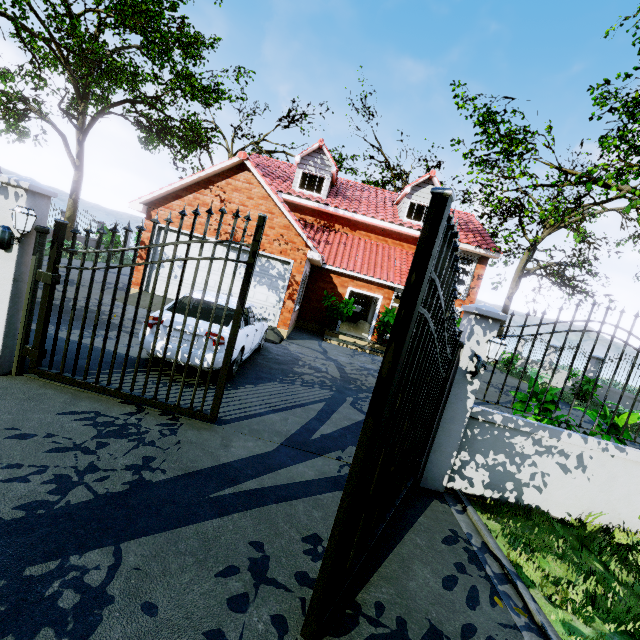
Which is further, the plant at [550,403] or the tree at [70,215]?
the tree at [70,215]

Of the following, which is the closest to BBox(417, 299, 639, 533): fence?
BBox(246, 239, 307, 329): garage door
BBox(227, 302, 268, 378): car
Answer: BBox(227, 302, 268, 378): car

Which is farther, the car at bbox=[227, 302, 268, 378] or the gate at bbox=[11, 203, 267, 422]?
the car at bbox=[227, 302, 268, 378]

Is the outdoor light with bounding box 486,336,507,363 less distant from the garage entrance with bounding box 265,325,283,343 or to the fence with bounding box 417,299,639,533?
the fence with bounding box 417,299,639,533

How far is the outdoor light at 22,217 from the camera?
3.9m

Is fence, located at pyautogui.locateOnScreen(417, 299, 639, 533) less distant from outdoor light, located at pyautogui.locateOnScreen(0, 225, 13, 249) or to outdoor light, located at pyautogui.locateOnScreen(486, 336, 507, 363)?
outdoor light, located at pyautogui.locateOnScreen(486, 336, 507, 363)

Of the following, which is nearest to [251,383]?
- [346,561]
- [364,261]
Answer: [346,561]

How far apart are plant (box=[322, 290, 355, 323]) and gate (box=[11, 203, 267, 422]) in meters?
10.0 m
